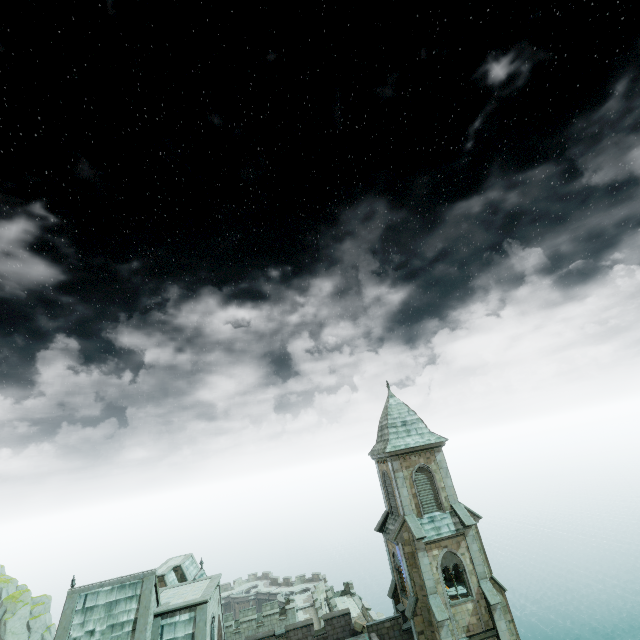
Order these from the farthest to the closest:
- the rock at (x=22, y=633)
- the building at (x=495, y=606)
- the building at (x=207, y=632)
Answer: the rock at (x=22, y=633) < the building at (x=495, y=606) < the building at (x=207, y=632)

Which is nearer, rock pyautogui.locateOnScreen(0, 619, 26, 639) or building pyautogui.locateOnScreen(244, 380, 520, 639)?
building pyautogui.locateOnScreen(244, 380, 520, 639)

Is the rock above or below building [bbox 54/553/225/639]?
below

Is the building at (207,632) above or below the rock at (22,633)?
above

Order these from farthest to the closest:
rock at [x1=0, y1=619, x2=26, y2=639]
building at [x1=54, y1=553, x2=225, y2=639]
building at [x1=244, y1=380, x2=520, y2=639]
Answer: rock at [x1=0, y1=619, x2=26, y2=639] < building at [x1=244, y1=380, x2=520, y2=639] < building at [x1=54, y1=553, x2=225, y2=639]

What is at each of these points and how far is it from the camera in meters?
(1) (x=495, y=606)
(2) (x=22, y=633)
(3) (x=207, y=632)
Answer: (1) building, 22.7
(2) rock, 60.0
(3) building, 22.6

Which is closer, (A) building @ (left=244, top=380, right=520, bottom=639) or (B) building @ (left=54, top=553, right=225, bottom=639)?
(B) building @ (left=54, top=553, right=225, bottom=639)
